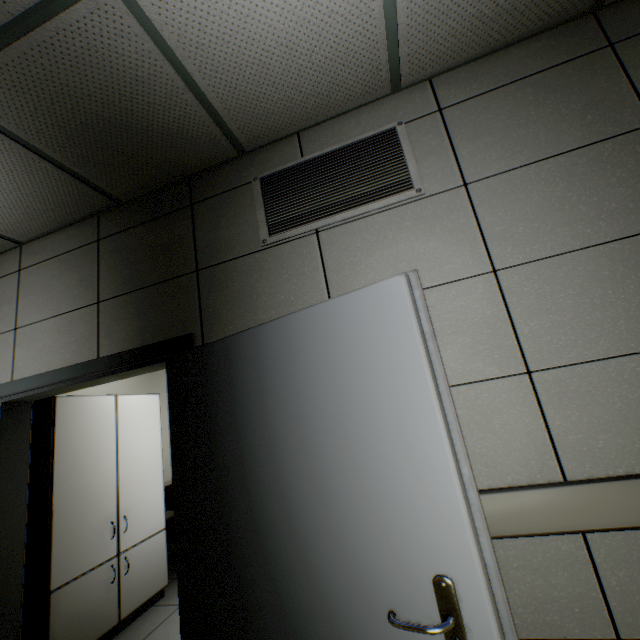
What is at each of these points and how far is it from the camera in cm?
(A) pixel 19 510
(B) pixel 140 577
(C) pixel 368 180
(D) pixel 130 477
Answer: (A) door, 227
(B) laboratory table, 315
(C) ventilation grill, 180
(D) cabinet, 330

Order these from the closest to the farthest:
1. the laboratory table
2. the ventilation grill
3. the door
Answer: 1. the door
2. the ventilation grill
3. the laboratory table

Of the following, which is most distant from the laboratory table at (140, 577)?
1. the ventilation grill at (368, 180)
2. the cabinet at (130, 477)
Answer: the ventilation grill at (368, 180)

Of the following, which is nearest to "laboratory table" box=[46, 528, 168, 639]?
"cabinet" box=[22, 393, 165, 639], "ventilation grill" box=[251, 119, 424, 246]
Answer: "cabinet" box=[22, 393, 165, 639]

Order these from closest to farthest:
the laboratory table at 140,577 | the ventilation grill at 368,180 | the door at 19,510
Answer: the door at 19,510
the ventilation grill at 368,180
the laboratory table at 140,577

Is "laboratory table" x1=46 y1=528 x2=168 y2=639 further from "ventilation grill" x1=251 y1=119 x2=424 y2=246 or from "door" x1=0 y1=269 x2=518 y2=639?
"ventilation grill" x1=251 y1=119 x2=424 y2=246

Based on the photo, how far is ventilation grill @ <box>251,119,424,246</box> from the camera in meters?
1.8
